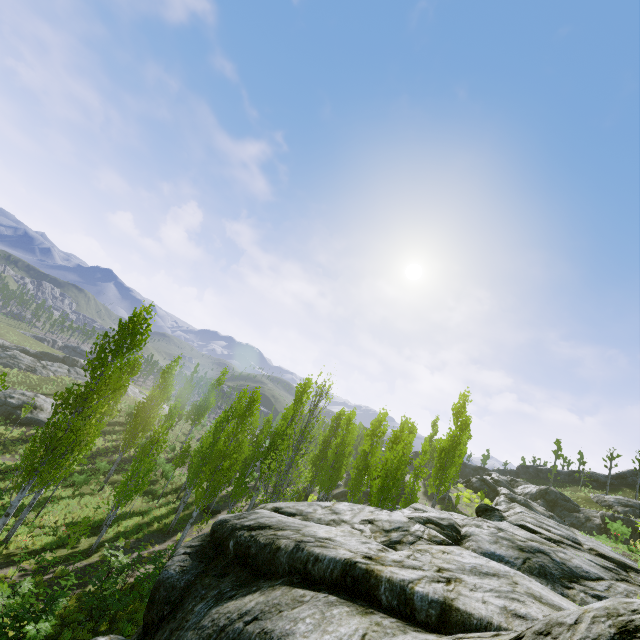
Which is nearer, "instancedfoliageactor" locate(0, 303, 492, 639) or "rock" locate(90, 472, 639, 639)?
"rock" locate(90, 472, 639, 639)

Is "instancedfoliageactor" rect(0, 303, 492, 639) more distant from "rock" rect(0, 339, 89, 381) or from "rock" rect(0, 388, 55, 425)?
"rock" rect(0, 388, 55, 425)

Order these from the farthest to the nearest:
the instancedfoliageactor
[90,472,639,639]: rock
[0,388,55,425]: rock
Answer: [0,388,55,425]: rock
the instancedfoliageactor
[90,472,639,639]: rock

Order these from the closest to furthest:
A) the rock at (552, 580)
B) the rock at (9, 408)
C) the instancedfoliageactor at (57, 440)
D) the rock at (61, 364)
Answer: the rock at (552, 580), the instancedfoliageactor at (57, 440), the rock at (9, 408), the rock at (61, 364)

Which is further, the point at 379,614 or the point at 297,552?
the point at 297,552

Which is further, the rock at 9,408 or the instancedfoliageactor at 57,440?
the rock at 9,408

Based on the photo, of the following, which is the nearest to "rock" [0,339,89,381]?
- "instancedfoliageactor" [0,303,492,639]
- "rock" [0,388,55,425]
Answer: "instancedfoliageactor" [0,303,492,639]
